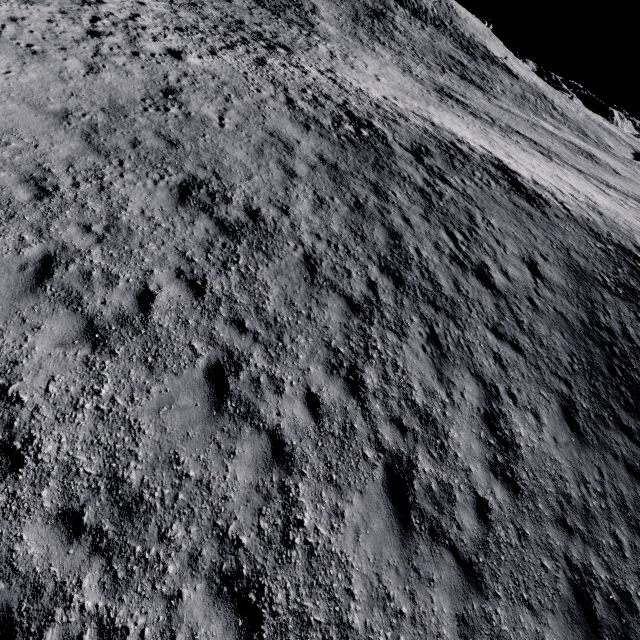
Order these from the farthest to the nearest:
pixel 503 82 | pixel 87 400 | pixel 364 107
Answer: pixel 503 82 → pixel 364 107 → pixel 87 400
